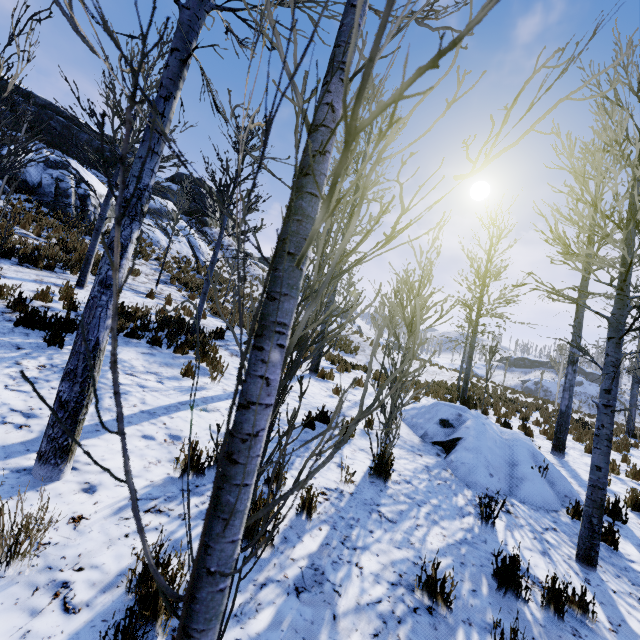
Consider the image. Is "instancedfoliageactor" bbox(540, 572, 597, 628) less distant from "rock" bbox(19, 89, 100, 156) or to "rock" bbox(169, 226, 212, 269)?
"rock" bbox(19, 89, 100, 156)

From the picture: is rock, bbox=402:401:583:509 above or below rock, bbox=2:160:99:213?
below

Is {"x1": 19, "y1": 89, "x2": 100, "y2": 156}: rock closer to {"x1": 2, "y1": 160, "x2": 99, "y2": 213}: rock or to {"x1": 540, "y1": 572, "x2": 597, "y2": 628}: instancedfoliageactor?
{"x1": 2, "y1": 160, "x2": 99, "y2": 213}: rock

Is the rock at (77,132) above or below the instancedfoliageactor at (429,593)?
above

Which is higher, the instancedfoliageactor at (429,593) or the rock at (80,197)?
the rock at (80,197)

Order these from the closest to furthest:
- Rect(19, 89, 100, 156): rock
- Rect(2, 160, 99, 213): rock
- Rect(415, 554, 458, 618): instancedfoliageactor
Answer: Rect(415, 554, 458, 618): instancedfoliageactor
Rect(2, 160, 99, 213): rock
Rect(19, 89, 100, 156): rock

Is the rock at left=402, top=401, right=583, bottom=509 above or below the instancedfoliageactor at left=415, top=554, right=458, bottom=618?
above

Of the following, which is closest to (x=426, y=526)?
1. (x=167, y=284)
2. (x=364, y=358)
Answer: (x=167, y=284)
